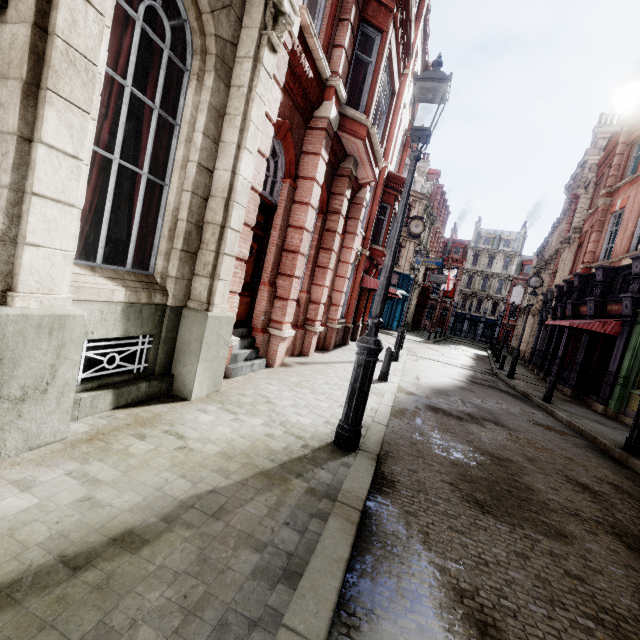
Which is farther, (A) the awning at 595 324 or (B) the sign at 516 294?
(B) the sign at 516 294

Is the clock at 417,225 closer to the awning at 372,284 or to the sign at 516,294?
the awning at 372,284

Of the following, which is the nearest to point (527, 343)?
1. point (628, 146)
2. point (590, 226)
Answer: point (590, 226)

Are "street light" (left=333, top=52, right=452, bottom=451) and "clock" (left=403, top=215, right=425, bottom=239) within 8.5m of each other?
no

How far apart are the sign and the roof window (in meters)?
15.20

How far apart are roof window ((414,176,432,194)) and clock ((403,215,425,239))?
15.86m

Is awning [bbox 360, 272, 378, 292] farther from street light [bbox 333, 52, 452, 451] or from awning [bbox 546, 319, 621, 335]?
street light [bbox 333, 52, 452, 451]

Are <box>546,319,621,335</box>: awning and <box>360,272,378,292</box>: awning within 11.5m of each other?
yes
